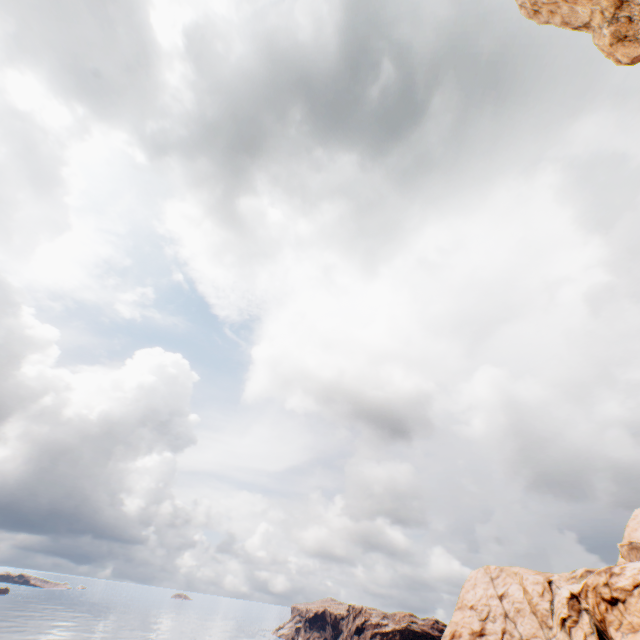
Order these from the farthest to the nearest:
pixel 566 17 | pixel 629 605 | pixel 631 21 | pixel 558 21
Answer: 1. pixel 629 605
2. pixel 558 21
3. pixel 566 17
4. pixel 631 21

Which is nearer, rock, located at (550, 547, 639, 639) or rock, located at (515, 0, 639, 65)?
rock, located at (515, 0, 639, 65)

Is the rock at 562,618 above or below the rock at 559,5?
below

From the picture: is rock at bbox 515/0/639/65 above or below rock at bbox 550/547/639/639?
above

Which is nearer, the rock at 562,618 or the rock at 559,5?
the rock at 559,5
